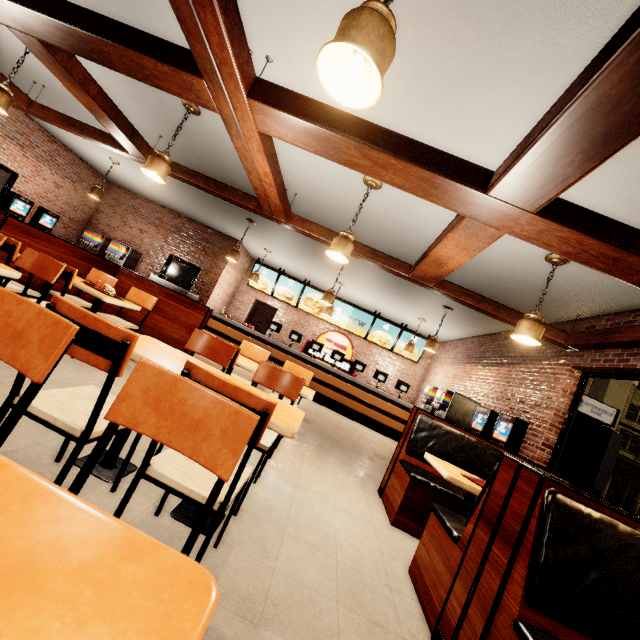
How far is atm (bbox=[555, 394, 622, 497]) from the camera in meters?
5.0

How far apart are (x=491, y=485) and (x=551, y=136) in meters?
2.1

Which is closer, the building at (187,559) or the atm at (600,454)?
the building at (187,559)

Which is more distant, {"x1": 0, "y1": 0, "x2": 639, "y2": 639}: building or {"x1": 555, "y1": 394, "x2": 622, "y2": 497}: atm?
Answer: {"x1": 555, "y1": 394, "x2": 622, "y2": 497}: atm

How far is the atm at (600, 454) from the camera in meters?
5.0
